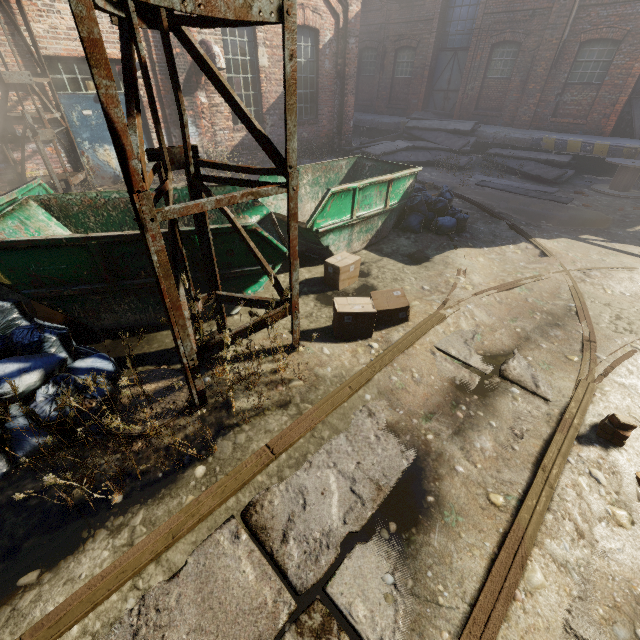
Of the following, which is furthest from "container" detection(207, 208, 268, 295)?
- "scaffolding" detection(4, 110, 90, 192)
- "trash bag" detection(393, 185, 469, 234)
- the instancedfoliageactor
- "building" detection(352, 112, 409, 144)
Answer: "building" detection(352, 112, 409, 144)

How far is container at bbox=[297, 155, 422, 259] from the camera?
5.57m

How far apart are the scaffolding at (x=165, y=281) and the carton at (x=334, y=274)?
1.56m

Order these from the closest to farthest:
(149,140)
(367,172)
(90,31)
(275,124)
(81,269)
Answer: (90,31), (81,269), (367,172), (149,140), (275,124)

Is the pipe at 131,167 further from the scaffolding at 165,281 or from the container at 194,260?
the container at 194,260

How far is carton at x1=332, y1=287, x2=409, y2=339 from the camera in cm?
417
